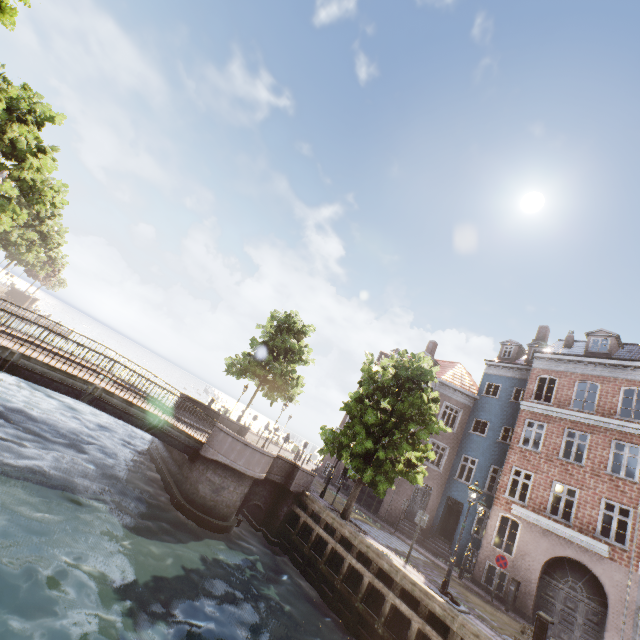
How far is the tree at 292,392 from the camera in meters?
24.2 m

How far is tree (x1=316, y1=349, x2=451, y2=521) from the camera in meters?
13.7

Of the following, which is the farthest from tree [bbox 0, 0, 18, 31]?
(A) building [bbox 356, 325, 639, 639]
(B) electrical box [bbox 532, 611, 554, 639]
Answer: (B) electrical box [bbox 532, 611, 554, 639]

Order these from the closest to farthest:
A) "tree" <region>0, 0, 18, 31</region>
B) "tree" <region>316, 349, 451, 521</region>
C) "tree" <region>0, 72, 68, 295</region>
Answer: "tree" <region>0, 0, 18, 31</region>
"tree" <region>316, 349, 451, 521</region>
"tree" <region>0, 72, 68, 295</region>

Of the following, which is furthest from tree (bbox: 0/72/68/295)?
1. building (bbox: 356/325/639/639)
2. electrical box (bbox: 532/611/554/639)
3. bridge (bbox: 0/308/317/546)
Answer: electrical box (bbox: 532/611/554/639)

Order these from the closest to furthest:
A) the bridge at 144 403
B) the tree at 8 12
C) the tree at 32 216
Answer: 1. the tree at 8 12
2. the bridge at 144 403
3. the tree at 32 216

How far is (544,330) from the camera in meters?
27.1 m

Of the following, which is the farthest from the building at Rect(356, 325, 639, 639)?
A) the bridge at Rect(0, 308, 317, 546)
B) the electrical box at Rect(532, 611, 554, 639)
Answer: the bridge at Rect(0, 308, 317, 546)
